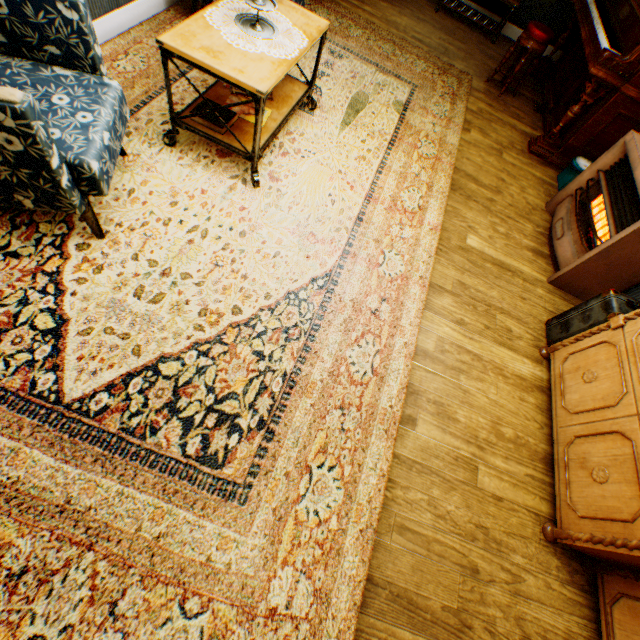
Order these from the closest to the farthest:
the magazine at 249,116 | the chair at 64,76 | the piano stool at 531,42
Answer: the chair at 64,76 → the magazine at 249,116 → the piano stool at 531,42

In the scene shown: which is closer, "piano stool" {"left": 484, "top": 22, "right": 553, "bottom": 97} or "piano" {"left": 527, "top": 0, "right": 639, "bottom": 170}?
"piano" {"left": 527, "top": 0, "right": 639, "bottom": 170}

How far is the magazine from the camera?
2.51m

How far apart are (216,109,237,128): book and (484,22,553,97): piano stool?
4.18m

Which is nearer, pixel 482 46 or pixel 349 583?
pixel 349 583

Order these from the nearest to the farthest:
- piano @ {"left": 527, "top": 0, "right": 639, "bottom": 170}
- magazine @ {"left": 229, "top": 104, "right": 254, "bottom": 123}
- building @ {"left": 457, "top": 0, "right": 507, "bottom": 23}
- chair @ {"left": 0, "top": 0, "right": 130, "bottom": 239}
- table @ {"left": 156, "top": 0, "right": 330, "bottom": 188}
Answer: chair @ {"left": 0, "top": 0, "right": 130, "bottom": 239}
table @ {"left": 156, "top": 0, "right": 330, "bottom": 188}
magazine @ {"left": 229, "top": 104, "right": 254, "bottom": 123}
piano @ {"left": 527, "top": 0, "right": 639, "bottom": 170}
building @ {"left": 457, "top": 0, "right": 507, "bottom": 23}

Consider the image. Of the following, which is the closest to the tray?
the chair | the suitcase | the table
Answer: the table

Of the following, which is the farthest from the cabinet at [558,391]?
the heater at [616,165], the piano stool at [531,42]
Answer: the piano stool at [531,42]
